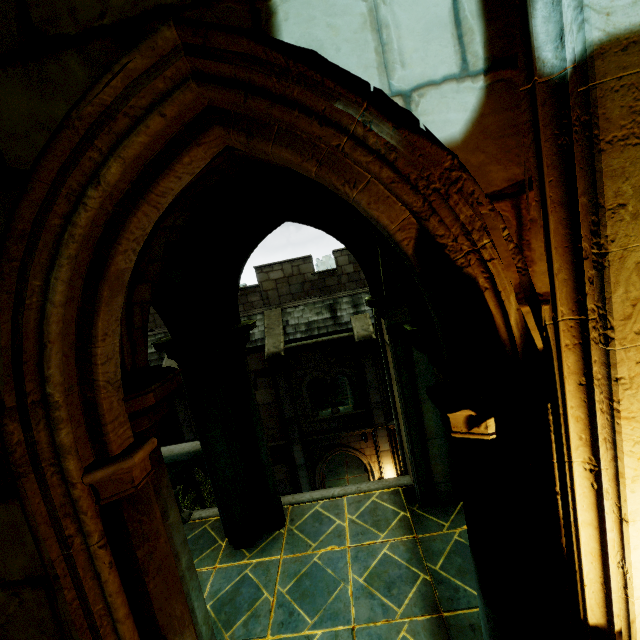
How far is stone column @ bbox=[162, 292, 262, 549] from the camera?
4.3 meters

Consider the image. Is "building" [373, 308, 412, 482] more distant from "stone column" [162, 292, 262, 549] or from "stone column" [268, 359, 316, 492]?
"stone column" [268, 359, 316, 492]

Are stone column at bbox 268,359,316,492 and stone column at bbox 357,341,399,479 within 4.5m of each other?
yes

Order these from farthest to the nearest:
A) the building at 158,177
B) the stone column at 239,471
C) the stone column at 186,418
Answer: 1. the stone column at 186,418
2. the stone column at 239,471
3. the building at 158,177

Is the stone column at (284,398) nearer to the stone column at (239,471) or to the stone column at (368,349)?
the stone column at (368,349)

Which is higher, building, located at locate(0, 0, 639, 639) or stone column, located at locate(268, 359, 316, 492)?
building, located at locate(0, 0, 639, 639)

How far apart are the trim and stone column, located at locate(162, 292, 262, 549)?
9.2m

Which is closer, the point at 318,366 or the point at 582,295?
the point at 582,295
